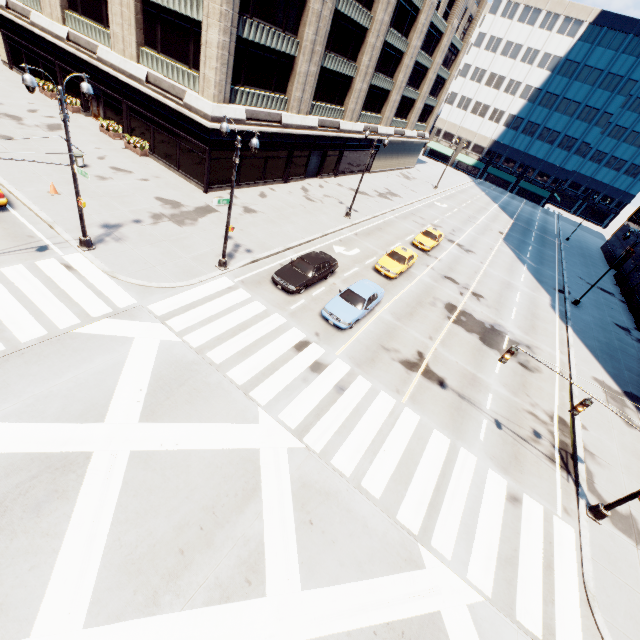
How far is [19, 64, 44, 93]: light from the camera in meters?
11.2

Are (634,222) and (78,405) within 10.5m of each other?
no

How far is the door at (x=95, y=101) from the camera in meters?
28.8

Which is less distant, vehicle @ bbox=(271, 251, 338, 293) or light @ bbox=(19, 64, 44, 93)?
light @ bbox=(19, 64, 44, 93)

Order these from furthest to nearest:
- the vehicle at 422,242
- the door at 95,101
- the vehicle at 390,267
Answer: the vehicle at 422,242 < the door at 95,101 < the vehicle at 390,267

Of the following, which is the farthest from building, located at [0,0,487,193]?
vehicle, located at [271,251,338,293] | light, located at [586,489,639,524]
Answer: light, located at [586,489,639,524]

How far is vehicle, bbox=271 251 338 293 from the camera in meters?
18.3

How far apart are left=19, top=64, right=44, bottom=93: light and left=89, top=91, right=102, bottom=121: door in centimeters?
2003cm
